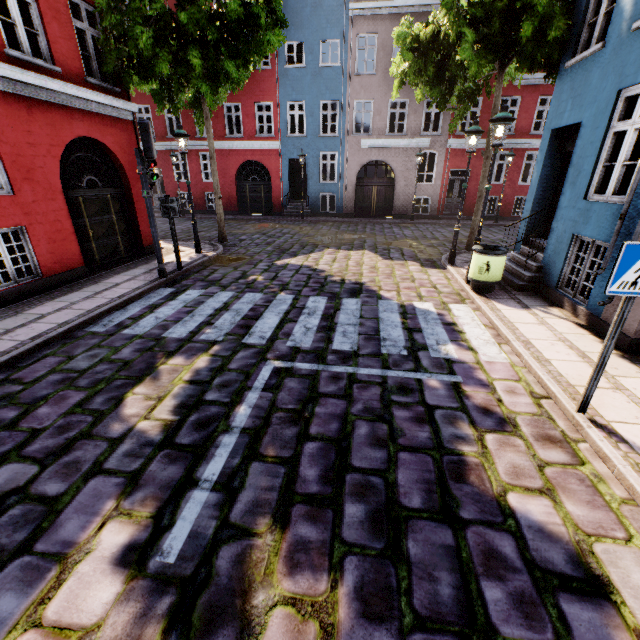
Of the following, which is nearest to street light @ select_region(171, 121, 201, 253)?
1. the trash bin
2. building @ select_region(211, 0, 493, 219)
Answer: the trash bin

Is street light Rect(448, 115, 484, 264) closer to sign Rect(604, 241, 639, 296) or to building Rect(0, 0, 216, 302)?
sign Rect(604, 241, 639, 296)

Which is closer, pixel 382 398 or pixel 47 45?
pixel 382 398

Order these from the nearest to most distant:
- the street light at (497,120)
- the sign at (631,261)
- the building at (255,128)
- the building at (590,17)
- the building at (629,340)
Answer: the sign at (631,261)
the building at (629,340)
the building at (590,17)
the street light at (497,120)
the building at (255,128)

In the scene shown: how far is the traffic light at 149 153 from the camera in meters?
6.9

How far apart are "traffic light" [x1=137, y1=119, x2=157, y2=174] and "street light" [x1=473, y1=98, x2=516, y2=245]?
7.21m

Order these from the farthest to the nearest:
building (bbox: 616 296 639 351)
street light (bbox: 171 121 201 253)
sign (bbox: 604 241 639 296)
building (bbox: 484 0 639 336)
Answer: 1. street light (bbox: 171 121 201 253)
2. building (bbox: 484 0 639 336)
3. building (bbox: 616 296 639 351)
4. sign (bbox: 604 241 639 296)

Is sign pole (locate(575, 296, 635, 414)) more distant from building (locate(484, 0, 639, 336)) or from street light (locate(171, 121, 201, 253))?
street light (locate(171, 121, 201, 253))
